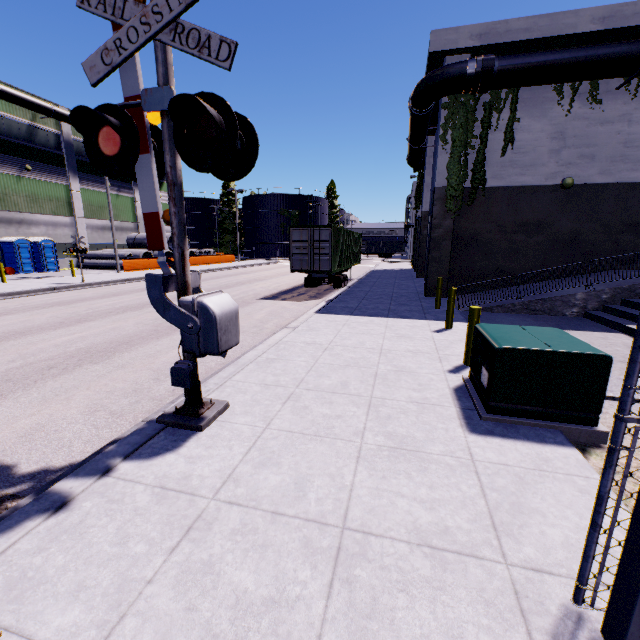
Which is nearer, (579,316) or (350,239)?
(579,316)

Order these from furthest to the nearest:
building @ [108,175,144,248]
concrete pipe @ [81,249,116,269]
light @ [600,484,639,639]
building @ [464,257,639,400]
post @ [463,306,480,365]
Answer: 1. building @ [108,175,144,248]
2. concrete pipe @ [81,249,116,269]
3. building @ [464,257,639,400]
4. post @ [463,306,480,365]
5. light @ [600,484,639,639]

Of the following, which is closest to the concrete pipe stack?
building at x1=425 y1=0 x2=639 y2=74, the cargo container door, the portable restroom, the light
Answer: building at x1=425 y1=0 x2=639 y2=74

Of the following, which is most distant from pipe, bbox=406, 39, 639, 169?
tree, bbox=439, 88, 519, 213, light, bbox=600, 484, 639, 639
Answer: light, bbox=600, 484, 639, 639

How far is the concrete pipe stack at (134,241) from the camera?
36.8m

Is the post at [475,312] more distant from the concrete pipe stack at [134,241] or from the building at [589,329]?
the concrete pipe stack at [134,241]

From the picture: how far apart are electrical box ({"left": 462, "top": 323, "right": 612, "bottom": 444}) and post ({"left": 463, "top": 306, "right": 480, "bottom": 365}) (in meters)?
0.62

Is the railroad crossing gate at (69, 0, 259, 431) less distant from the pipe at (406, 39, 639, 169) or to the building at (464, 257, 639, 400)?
the building at (464, 257, 639, 400)
